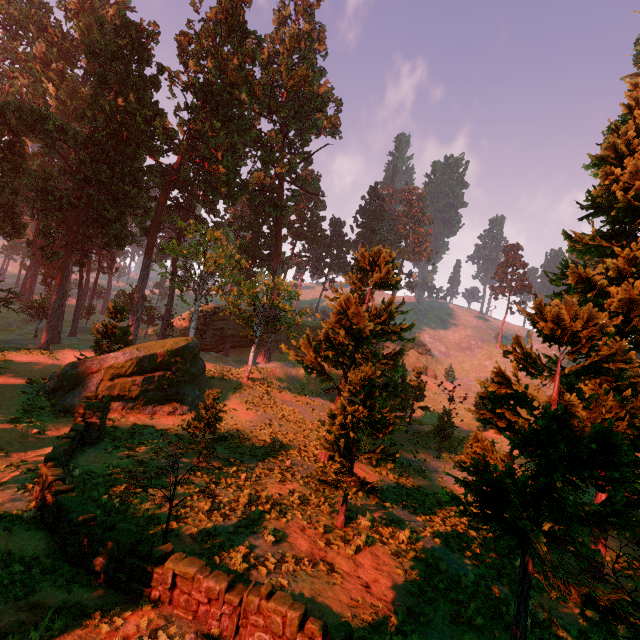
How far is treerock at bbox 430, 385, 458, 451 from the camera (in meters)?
25.94

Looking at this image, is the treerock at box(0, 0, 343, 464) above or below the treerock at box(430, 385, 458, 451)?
below

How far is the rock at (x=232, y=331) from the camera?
51.3 meters

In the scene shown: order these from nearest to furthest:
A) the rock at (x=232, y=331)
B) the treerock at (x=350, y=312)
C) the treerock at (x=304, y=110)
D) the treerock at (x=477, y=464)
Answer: the treerock at (x=477, y=464), the treerock at (x=350, y=312), the treerock at (x=304, y=110), the rock at (x=232, y=331)

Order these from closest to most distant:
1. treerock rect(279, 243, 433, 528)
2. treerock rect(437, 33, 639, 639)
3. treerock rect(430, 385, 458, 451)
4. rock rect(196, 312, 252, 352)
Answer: treerock rect(437, 33, 639, 639) < treerock rect(279, 243, 433, 528) < treerock rect(430, 385, 458, 451) < rock rect(196, 312, 252, 352)

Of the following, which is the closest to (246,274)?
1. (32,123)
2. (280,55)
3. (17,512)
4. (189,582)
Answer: (32,123)

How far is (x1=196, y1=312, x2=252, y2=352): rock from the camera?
51.34m
